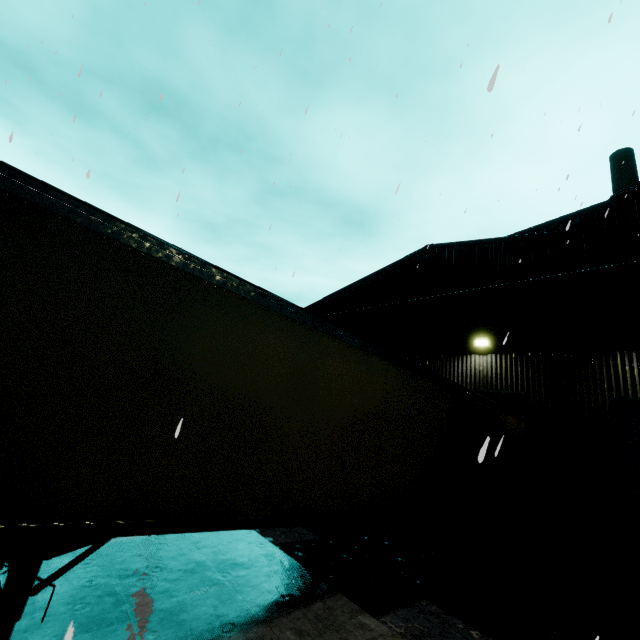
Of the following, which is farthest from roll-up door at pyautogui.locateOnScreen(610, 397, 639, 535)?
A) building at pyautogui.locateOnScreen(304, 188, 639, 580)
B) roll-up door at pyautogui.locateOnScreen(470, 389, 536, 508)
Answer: roll-up door at pyautogui.locateOnScreen(470, 389, 536, 508)

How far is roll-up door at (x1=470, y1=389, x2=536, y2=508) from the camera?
10.16m

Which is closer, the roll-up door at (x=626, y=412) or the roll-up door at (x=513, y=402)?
the roll-up door at (x=626, y=412)

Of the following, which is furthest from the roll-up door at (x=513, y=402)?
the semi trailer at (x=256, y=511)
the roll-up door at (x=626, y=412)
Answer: the roll-up door at (x=626, y=412)

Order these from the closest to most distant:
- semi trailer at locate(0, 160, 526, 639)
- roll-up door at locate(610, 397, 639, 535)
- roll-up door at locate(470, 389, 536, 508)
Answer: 1. semi trailer at locate(0, 160, 526, 639)
2. roll-up door at locate(610, 397, 639, 535)
3. roll-up door at locate(470, 389, 536, 508)

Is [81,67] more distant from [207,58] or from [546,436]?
[546,436]

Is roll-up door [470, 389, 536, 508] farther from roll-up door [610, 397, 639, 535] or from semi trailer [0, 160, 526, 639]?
roll-up door [610, 397, 639, 535]

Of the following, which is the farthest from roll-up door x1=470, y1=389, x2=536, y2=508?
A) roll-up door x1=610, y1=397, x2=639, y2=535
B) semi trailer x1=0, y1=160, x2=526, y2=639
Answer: roll-up door x1=610, y1=397, x2=639, y2=535
